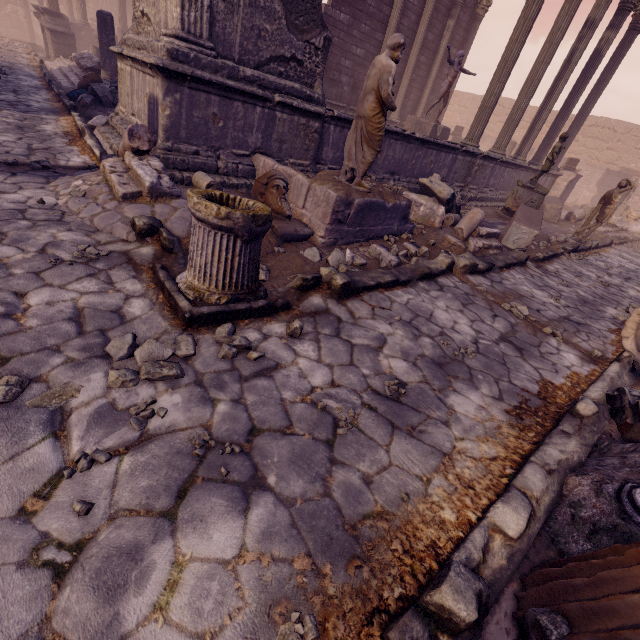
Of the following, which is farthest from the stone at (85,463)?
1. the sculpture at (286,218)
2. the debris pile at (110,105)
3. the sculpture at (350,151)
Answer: the debris pile at (110,105)

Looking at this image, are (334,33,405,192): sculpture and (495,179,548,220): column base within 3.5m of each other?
no

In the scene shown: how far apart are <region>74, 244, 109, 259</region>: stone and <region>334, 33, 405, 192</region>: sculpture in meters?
3.3 m

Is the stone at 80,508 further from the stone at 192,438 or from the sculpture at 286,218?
the sculpture at 286,218

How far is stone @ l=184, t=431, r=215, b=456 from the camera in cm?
181

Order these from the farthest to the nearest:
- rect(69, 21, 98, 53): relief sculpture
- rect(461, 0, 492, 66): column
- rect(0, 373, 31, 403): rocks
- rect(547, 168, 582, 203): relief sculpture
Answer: rect(69, 21, 98, 53): relief sculpture
rect(461, 0, 492, 66): column
rect(547, 168, 582, 203): relief sculpture
rect(0, 373, 31, 403): rocks

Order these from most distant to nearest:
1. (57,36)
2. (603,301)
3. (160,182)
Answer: (57,36)
(603,301)
(160,182)

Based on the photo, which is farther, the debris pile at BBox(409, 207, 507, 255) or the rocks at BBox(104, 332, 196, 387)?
the debris pile at BBox(409, 207, 507, 255)
